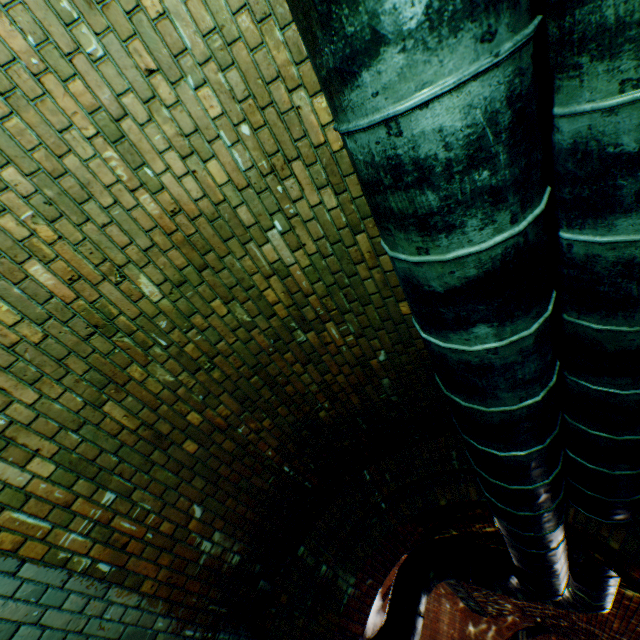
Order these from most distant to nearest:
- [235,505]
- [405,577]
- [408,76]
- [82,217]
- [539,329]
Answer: [405,577]
[235,505]
[82,217]
[539,329]
[408,76]

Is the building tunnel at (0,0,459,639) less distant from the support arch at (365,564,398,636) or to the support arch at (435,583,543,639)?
the support arch at (435,583,543,639)

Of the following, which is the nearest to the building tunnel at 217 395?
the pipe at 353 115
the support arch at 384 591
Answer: the pipe at 353 115

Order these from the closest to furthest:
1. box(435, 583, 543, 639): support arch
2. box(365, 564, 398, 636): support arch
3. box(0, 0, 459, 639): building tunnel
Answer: box(0, 0, 459, 639): building tunnel < box(435, 583, 543, 639): support arch < box(365, 564, 398, 636): support arch

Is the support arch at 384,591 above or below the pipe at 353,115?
above

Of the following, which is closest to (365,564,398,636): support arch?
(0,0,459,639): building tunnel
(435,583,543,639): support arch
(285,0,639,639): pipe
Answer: (435,583,543,639): support arch

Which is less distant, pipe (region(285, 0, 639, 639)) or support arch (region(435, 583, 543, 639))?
pipe (region(285, 0, 639, 639))

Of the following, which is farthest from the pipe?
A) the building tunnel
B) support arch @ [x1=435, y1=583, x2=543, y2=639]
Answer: support arch @ [x1=435, y1=583, x2=543, y2=639]
